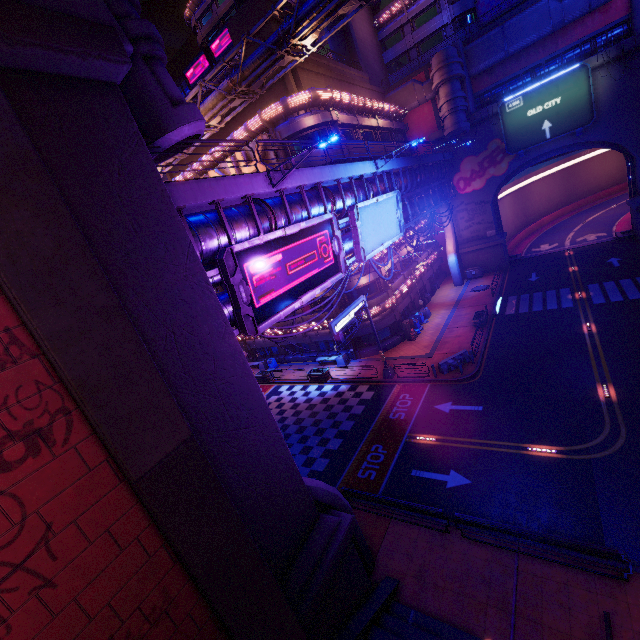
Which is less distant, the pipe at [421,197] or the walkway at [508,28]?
the pipe at [421,197]

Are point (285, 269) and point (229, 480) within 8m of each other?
yes

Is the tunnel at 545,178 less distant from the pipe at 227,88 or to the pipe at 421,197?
the pipe at 421,197

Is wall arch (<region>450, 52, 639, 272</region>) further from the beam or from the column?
the column

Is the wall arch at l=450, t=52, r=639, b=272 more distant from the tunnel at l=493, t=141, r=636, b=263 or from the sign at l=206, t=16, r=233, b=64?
the sign at l=206, t=16, r=233, b=64

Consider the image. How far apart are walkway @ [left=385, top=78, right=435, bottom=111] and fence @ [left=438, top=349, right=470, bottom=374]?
33.1 meters

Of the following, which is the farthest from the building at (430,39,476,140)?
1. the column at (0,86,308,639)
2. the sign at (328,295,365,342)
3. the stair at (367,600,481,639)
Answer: the stair at (367,600,481,639)

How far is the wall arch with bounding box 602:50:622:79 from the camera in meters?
29.5
